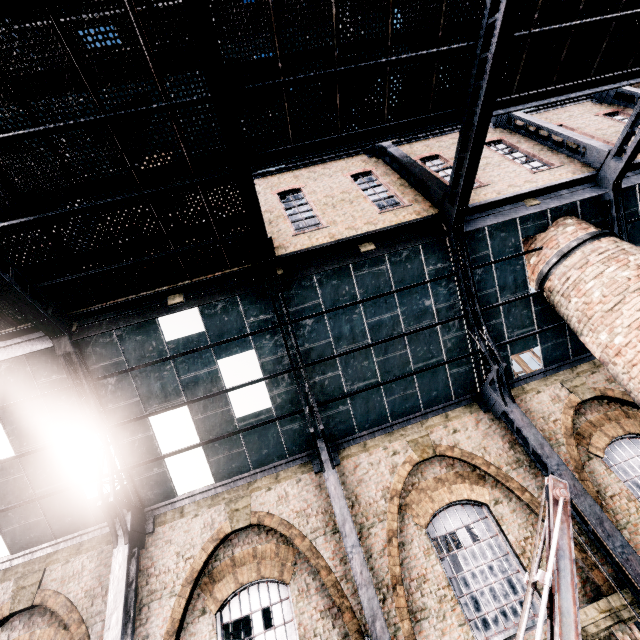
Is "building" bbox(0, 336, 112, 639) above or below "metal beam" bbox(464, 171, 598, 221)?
below

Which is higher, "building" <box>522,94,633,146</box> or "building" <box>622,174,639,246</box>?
"building" <box>522,94,633,146</box>

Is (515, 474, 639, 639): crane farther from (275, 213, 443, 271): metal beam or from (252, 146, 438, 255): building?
(275, 213, 443, 271): metal beam

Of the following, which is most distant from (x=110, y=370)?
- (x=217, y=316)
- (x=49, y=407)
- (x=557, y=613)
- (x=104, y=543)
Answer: (x=557, y=613)

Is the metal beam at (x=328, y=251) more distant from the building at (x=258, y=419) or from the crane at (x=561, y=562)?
the crane at (x=561, y=562)

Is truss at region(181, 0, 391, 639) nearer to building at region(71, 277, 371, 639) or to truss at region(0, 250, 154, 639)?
building at region(71, 277, 371, 639)

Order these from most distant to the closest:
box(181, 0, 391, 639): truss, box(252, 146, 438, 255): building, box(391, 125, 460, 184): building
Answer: box(391, 125, 460, 184): building
box(252, 146, 438, 255): building
box(181, 0, 391, 639): truss

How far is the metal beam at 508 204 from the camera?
10.6m
